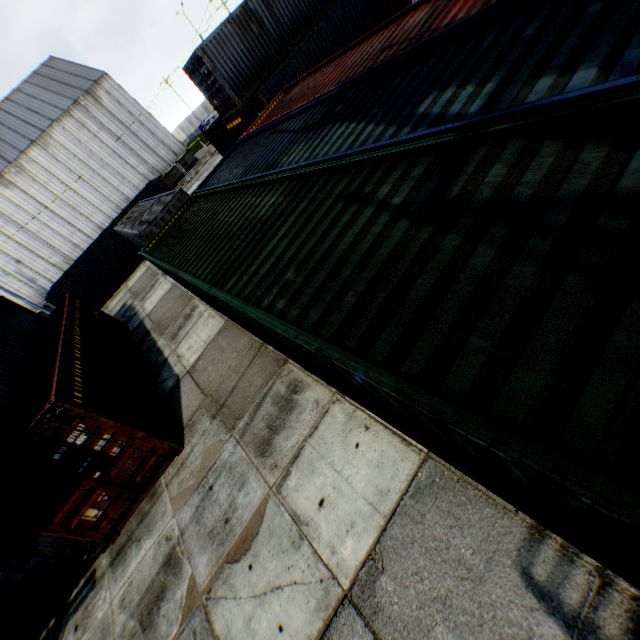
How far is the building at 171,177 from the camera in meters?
36.1

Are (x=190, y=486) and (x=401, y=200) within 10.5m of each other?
yes

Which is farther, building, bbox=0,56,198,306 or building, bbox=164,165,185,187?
building, bbox=164,165,185,187

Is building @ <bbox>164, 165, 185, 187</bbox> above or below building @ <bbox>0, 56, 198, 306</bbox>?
below

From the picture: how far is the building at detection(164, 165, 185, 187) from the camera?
36.1m

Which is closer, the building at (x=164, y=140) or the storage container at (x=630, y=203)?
the storage container at (x=630, y=203)

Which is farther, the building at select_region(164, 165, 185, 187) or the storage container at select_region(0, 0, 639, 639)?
the building at select_region(164, 165, 185, 187)

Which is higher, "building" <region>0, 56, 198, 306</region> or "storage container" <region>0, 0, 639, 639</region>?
"building" <region>0, 56, 198, 306</region>
